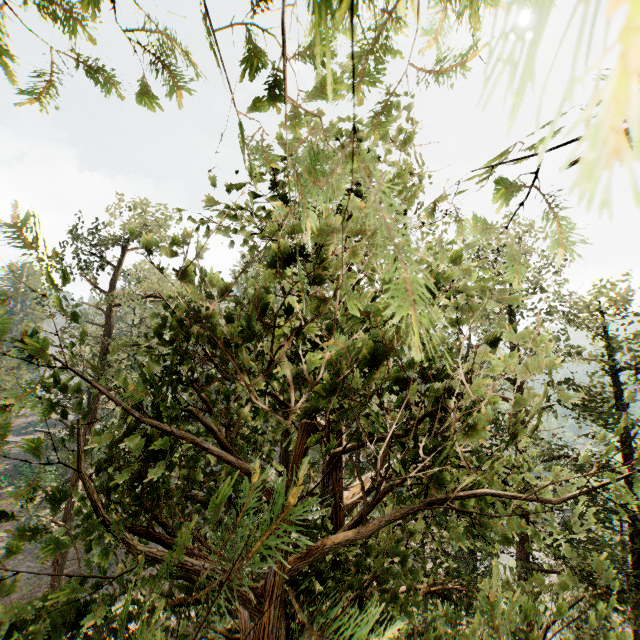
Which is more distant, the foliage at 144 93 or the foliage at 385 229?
the foliage at 144 93

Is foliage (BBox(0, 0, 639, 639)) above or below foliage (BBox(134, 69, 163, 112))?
below

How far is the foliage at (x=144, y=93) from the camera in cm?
178

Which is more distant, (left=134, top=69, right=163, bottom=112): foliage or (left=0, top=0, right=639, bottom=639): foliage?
(left=134, top=69, right=163, bottom=112): foliage

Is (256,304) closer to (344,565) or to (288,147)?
(288,147)

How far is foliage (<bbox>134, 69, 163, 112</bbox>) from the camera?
1.8 meters
